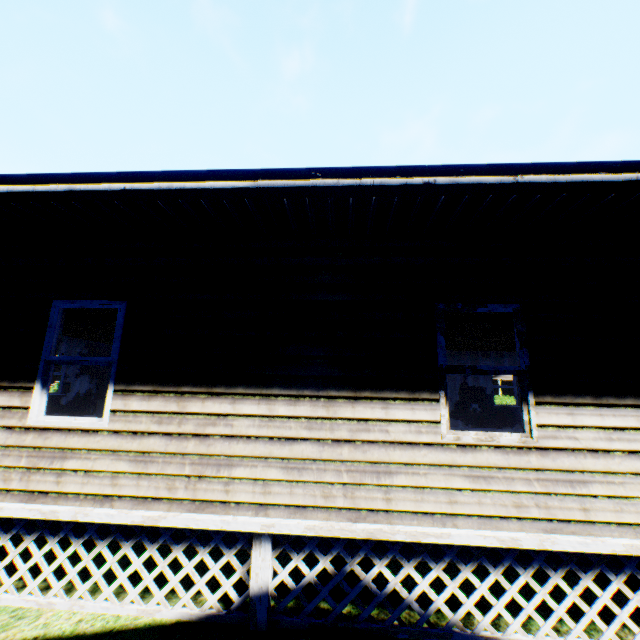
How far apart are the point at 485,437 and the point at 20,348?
5.88m
